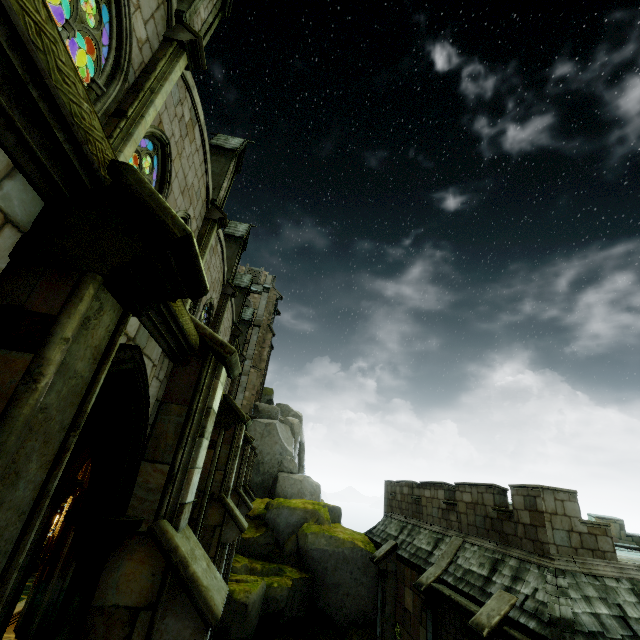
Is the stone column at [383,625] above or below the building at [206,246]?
below

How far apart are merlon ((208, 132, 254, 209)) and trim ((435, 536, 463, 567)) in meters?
16.7 m

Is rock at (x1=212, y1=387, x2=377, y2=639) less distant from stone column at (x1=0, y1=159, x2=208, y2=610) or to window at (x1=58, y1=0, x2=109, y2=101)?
window at (x1=58, y1=0, x2=109, y2=101)

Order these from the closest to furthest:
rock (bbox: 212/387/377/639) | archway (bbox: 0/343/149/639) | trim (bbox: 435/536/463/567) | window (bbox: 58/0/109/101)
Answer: archway (bbox: 0/343/149/639) → window (bbox: 58/0/109/101) → trim (bbox: 435/536/463/567) → rock (bbox: 212/387/377/639)

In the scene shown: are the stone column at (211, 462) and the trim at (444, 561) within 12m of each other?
yes

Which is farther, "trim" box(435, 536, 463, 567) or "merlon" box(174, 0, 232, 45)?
"trim" box(435, 536, 463, 567)

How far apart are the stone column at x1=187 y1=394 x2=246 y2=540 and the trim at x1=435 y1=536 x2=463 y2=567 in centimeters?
1041cm

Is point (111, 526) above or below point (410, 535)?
above
